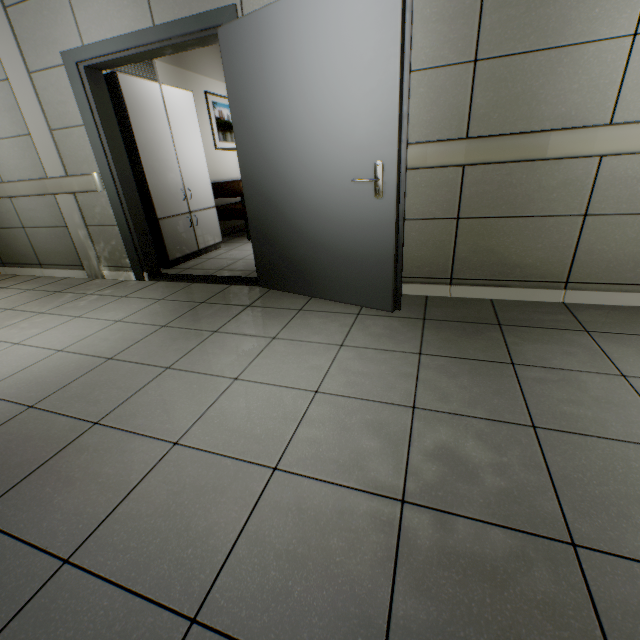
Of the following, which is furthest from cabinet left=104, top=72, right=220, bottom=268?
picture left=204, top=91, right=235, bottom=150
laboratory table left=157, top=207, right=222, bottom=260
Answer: picture left=204, top=91, right=235, bottom=150

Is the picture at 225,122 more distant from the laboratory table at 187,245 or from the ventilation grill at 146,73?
the laboratory table at 187,245

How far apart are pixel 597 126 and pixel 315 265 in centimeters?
203cm

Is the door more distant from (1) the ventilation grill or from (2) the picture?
(2) the picture

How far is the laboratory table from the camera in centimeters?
413cm

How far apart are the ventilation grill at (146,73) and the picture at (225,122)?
1.1 meters

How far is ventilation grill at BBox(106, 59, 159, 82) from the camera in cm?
407

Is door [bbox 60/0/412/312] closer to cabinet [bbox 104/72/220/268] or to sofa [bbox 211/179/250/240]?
cabinet [bbox 104/72/220/268]
